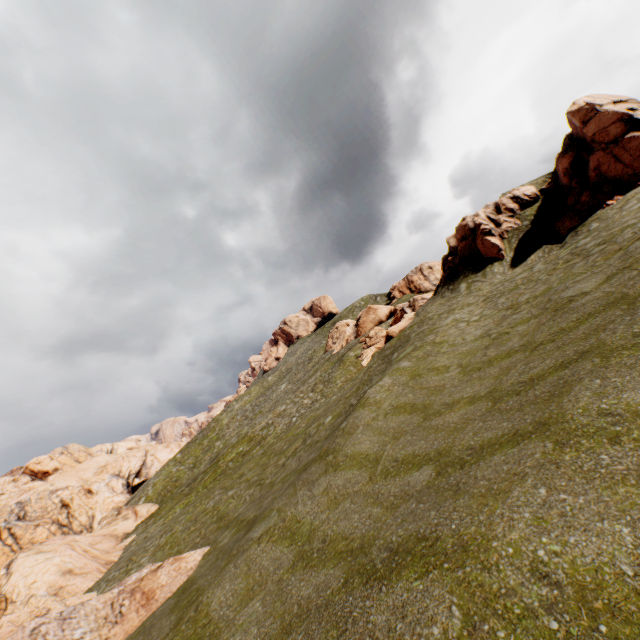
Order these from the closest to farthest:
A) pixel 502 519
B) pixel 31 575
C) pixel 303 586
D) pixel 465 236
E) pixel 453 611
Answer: pixel 453 611
pixel 502 519
pixel 303 586
pixel 31 575
pixel 465 236

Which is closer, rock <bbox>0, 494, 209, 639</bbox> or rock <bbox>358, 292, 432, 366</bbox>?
rock <bbox>0, 494, 209, 639</bbox>

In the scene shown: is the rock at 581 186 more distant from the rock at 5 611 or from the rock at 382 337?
the rock at 5 611

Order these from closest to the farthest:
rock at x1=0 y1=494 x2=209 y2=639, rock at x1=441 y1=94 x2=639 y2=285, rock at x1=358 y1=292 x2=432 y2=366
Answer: rock at x1=0 y1=494 x2=209 y2=639, rock at x1=441 y1=94 x2=639 y2=285, rock at x1=358 y1=292 x2=432 y2=366

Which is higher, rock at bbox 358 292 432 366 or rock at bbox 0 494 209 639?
rock at bbox 358 292 432 366

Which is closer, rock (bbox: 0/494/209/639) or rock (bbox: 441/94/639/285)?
rock (bbox: 0/494/209/639)

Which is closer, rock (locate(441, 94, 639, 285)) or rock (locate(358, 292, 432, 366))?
rock (locate(441, 94, 639, 285))
